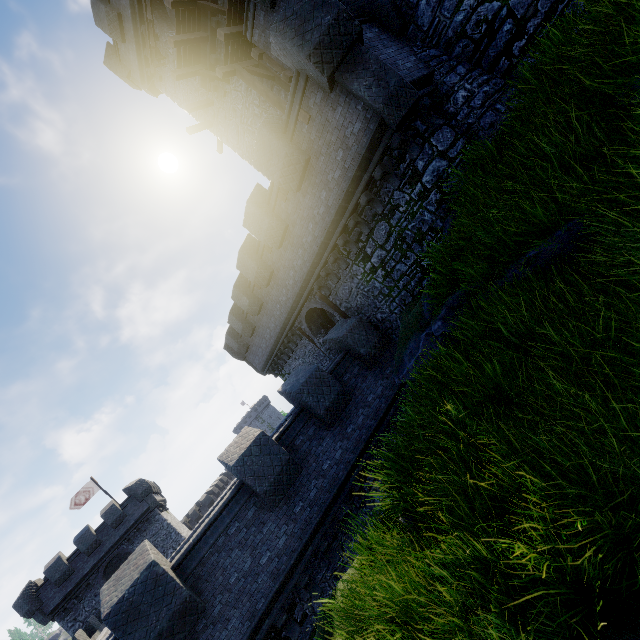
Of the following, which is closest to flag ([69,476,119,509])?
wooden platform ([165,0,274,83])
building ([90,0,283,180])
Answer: building ([90,0,283,180])

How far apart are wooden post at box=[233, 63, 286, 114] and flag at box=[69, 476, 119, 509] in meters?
38.4

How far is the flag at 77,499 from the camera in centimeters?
3194cm

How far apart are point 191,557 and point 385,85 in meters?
13.0

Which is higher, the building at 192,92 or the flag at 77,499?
the building at 192,92

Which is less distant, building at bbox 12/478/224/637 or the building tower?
the building tower

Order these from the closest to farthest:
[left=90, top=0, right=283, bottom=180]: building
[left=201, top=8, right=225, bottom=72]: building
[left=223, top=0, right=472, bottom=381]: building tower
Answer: [left=223, top=0, right=472, bottom=381]: building tower < [left=201, top=8, right=225, bottom=72]: building < [left=90, top=0, right=283, bottom=180]: building

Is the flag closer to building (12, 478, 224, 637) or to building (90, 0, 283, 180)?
building (12, 478, 224, 637)
